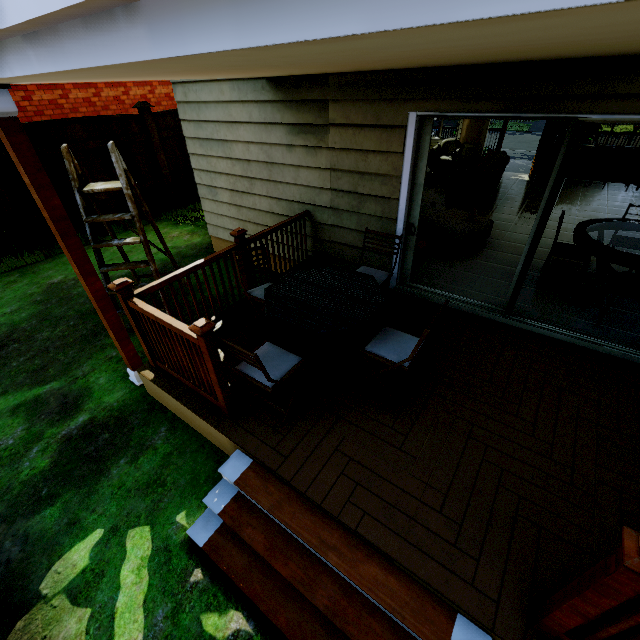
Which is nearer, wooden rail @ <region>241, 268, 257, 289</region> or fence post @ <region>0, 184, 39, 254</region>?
wooden rail @ <region>241, 268, 257, 289</region>

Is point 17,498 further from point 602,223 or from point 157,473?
point 602,223

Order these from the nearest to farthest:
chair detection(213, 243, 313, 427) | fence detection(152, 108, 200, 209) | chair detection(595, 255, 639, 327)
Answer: chair detection(213, 243, 313, 427) → chair detection(595, 255, 639, 327) → fence detection(152, 108, 200, 209)

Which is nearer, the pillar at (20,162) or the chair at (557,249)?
the pillar at (20,162)

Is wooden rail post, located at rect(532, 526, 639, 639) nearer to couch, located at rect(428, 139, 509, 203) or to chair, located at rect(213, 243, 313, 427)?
chair, located at rect(213, 243, 313, 427)

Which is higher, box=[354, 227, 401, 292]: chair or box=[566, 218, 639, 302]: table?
box=[566, 218, 639, 302]: table

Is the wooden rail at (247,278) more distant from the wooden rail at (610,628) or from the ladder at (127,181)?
the wooden rail at (610,628)

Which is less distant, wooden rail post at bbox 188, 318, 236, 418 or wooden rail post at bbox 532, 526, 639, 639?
wooden rail post at bbox 532, 526, 639, 639
